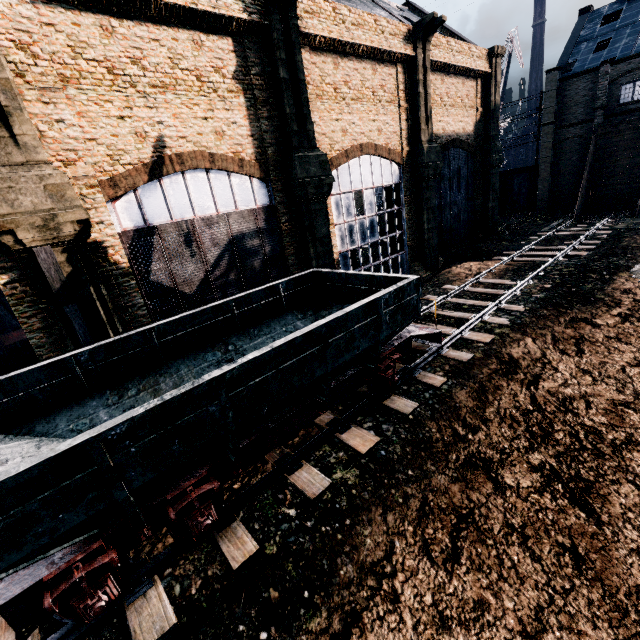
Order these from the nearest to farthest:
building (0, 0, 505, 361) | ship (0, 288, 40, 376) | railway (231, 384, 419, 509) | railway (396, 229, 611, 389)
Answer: railway (231, 384, 419, 509) < building (0, 0, 505, 361) < railway (396, 229, 611, 389) < ship (0, 288, 40, 376)

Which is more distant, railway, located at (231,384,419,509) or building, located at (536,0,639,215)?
building, located at (536,0,639,215)

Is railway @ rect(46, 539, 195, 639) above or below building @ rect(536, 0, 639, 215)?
below

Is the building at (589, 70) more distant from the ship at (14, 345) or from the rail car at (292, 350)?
the ship at (14, 345)

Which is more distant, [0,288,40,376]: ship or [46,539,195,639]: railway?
[0,288,40,376]: ship

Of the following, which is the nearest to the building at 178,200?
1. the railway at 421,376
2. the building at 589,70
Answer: the railway at 421,376

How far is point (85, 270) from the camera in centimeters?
1181cm
